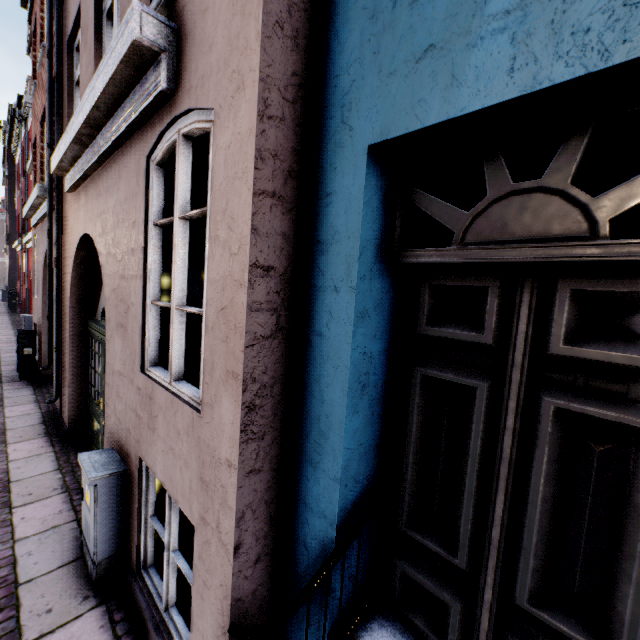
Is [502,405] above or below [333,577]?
above

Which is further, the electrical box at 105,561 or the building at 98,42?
the electrical box at 105,561

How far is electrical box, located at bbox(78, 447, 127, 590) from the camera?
2.8 meters

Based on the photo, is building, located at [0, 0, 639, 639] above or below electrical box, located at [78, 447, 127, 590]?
above

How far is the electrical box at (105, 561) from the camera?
2.8 meters

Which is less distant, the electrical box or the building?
the building
